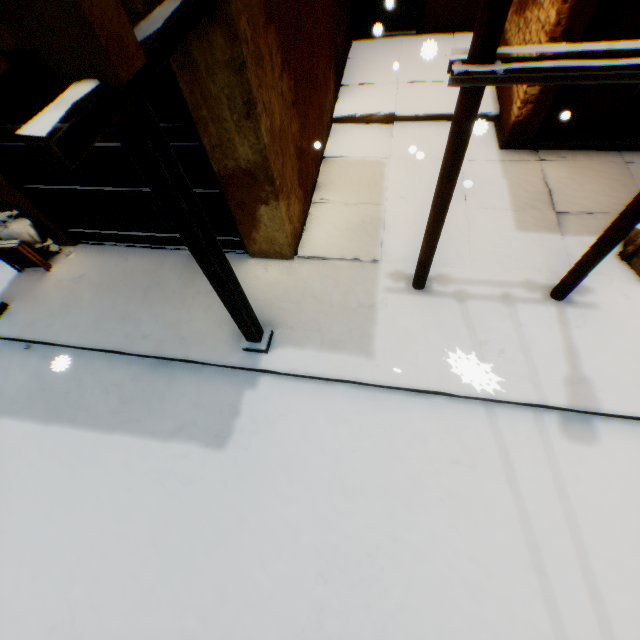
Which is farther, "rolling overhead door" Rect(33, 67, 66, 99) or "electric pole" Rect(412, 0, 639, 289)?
"rolling overhead door" Rect(33, 67, 66, 99)

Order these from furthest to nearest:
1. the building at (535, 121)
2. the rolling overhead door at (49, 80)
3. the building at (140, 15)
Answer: the building at (535, 121) < the rolling overhead door at (49, 80) < the building at (140, 15)

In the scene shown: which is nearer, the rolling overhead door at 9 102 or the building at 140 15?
the building at 140 15

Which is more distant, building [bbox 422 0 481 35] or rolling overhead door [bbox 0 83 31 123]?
building [bbox 422 0 481 35]

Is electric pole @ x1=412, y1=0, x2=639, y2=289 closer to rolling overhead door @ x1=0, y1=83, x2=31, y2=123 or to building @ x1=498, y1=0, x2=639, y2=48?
building @ x1=498, y1=0, x2=639, y2=48

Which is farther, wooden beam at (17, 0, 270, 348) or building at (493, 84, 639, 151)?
building at (493, 84, 639, 151)

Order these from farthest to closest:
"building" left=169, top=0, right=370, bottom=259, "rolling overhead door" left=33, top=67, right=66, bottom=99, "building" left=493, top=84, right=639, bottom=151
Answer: "building" left=493, top=84, right=639, bottom=151 < "rolling overhead door" left=33, top=67, right=66, bottom=99 < "building" left=169, top=0, right=370, bottom=259

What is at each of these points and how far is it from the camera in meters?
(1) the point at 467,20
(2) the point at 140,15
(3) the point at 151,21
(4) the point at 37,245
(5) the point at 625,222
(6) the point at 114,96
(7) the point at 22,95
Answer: (1) building, 8.2 m
(2) building, 2.7 m
(3) wooden beam, 2.0 m
(4) trash bag, 5.5 m
(5) electric pole, 3.2 m
(6) wooden beam, 1.7 m
(7) rolling overhead door, 3.9 m
